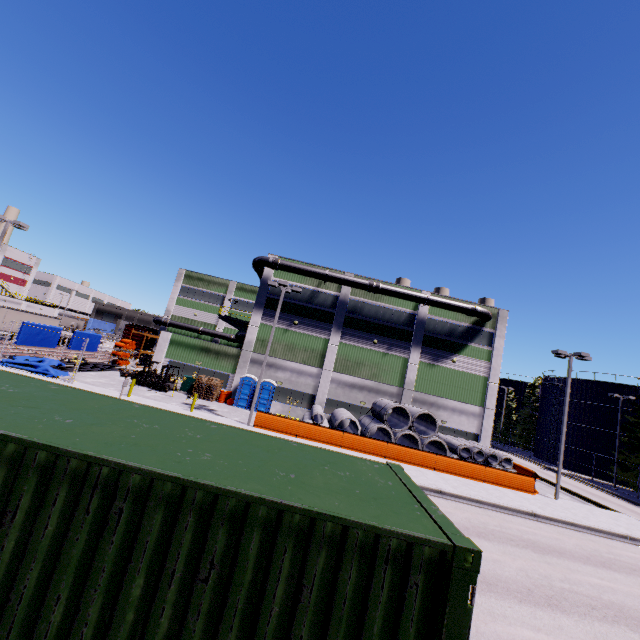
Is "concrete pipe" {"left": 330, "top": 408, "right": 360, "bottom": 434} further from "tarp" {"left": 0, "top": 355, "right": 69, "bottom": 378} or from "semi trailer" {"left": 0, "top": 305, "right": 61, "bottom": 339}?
"semi trailer" {"left": 0, "top": 305, "right": 61, "bottom": 339}

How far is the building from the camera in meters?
30.7 m

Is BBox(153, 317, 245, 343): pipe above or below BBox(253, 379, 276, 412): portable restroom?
above

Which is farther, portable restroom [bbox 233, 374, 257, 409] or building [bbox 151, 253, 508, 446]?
building [bbox 151, 253, 508, 446]

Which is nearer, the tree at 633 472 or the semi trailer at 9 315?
the tree at 633 472

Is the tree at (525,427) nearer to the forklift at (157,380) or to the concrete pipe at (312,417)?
the concrete pipe at (312,417)

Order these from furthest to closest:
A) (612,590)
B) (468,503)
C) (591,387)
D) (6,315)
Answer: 1. (591,387)
2. (6,315)
3. (468,503)
4. (612,590)

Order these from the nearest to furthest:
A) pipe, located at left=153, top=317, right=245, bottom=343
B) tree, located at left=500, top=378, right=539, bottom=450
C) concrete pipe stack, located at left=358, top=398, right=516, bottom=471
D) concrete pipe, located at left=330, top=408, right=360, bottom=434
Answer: concrete pipe stack, located at left=358, top=398, right=516, bottom=471 < concrete pipe, located at left=330, top=408, right=360, bottom=434 < pipe, located at left=153, top=317, right=245, bottom=343 < tree, located at left=500, top=378, right=539, bottom=450
